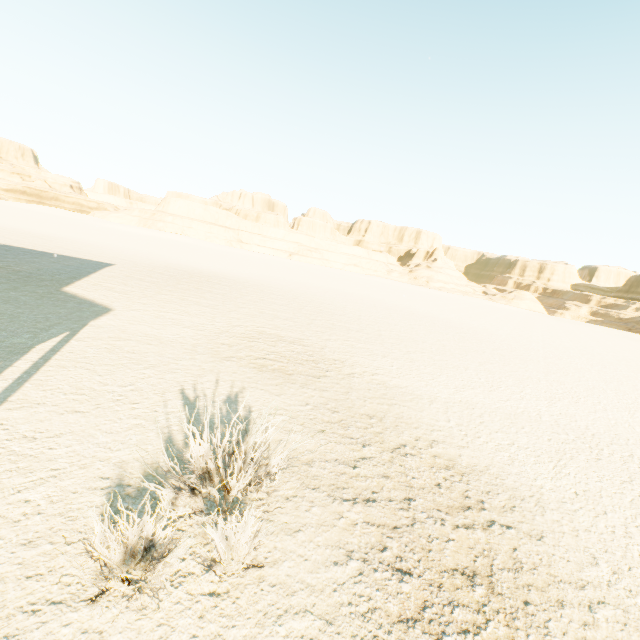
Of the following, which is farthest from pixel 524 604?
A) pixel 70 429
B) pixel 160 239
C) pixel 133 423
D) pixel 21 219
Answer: pixel 160 239
